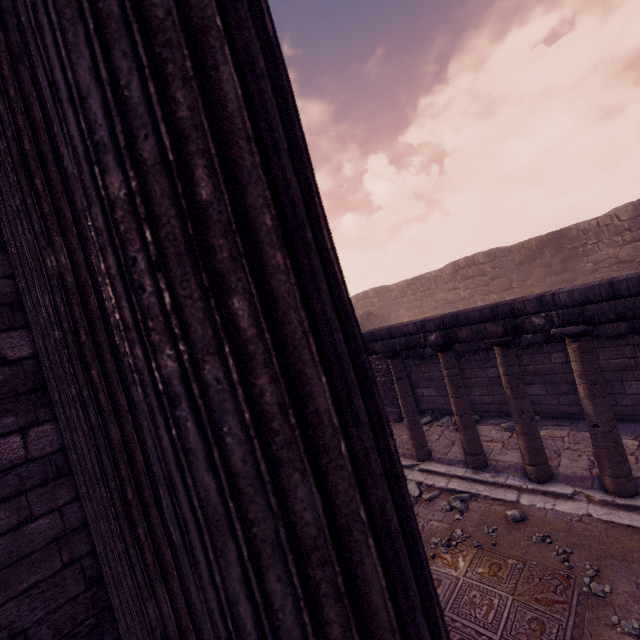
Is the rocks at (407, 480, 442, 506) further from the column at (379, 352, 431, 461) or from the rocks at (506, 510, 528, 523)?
the rocks at (506, 510, 528, 523)

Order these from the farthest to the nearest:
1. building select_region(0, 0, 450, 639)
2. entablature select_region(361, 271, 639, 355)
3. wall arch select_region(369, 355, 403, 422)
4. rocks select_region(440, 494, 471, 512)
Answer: wall arch select_region(369, 355, 403, 422), rocks select_region(440, 494, 471, 512), entablature select_region(361, 271, 639, 355), building select_region(0, 0, 450, 639)

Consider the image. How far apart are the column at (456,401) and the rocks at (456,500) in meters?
0.6 m

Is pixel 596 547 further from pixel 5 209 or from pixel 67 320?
pixel 5 209

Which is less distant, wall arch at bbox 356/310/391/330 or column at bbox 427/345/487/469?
column at bbox 427/345/487/469

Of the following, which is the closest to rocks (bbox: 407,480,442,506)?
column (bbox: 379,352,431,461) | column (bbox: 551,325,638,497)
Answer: column (bbox: 379,352,431,461)

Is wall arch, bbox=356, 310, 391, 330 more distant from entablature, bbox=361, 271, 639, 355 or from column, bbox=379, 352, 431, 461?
column, bbox=379, 352, 431, 461

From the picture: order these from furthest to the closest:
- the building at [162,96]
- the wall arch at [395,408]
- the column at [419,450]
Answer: the wall arch at [395,408] < the column at [419,450] < the building at [162,96]
